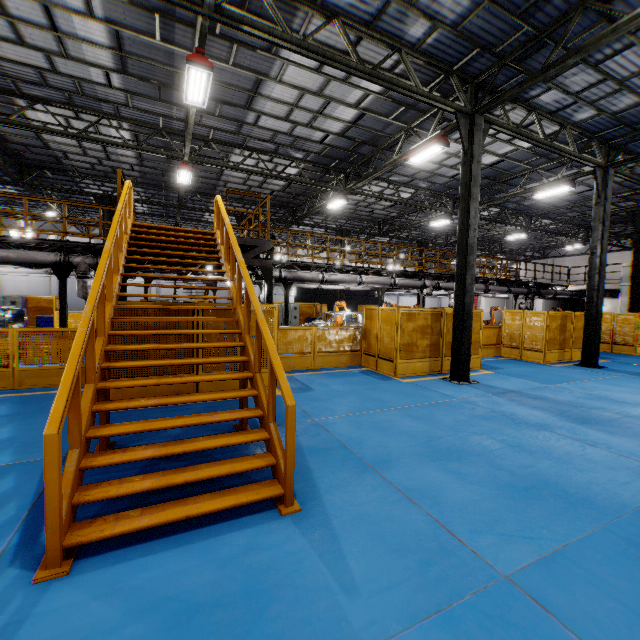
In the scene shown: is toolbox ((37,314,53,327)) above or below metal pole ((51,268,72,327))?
below

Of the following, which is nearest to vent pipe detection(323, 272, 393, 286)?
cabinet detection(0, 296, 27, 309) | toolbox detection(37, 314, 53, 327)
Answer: toolbox detection(37, 314, 53, 327)

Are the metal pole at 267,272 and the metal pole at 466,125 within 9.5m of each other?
yes

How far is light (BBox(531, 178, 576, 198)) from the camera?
13.88m

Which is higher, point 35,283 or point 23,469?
point 35,283

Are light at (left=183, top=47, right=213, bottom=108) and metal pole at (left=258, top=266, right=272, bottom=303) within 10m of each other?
yes

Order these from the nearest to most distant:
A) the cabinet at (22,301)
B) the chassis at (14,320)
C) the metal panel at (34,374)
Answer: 1. the metal panel at (34,374)
2. the chassis at (14,320)
3. the cabinet at (22,301)

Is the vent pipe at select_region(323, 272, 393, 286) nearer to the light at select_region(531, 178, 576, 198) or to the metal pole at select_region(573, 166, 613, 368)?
the light at select_region(531, 178, 576, 198)
